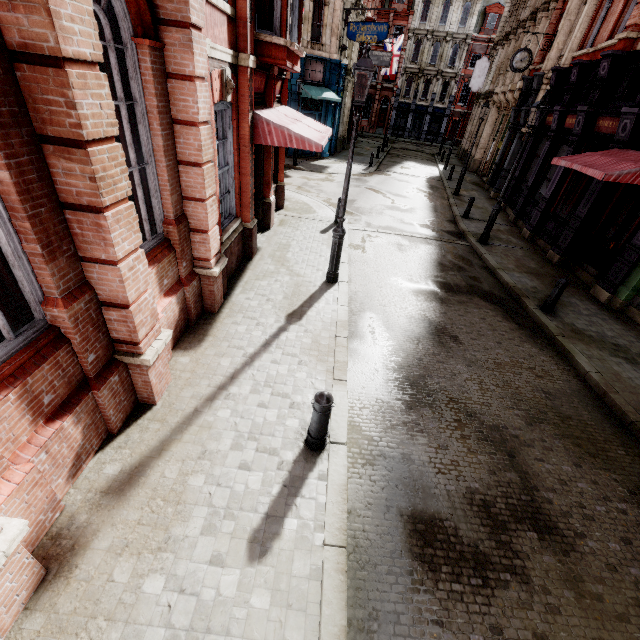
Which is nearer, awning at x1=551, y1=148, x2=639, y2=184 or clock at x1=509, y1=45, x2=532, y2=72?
awning at x1=551, y1=148, x2=639, y2=184

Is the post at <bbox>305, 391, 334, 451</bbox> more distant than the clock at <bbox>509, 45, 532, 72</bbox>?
No

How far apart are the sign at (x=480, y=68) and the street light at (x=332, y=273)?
30.8 meters

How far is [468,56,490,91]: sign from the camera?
28.0m

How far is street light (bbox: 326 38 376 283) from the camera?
5.85m

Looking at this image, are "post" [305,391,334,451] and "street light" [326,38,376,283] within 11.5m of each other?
yes

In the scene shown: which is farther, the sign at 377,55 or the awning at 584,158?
the sign at 377,55

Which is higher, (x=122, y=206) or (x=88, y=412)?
(x=122, y=206)
